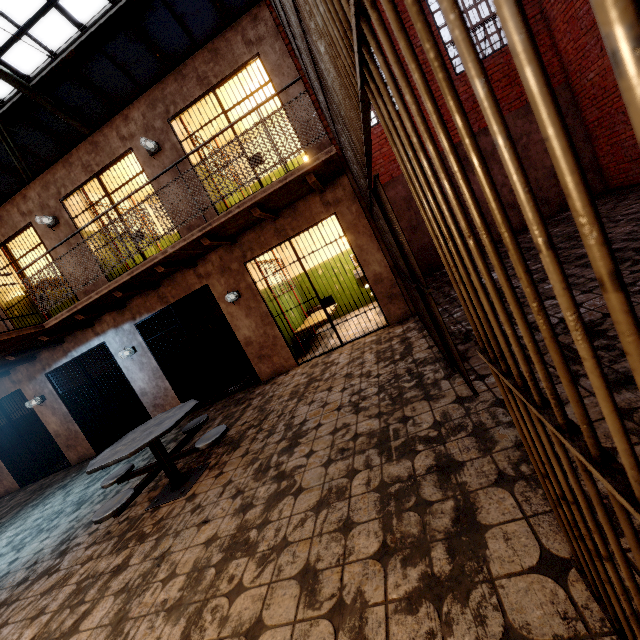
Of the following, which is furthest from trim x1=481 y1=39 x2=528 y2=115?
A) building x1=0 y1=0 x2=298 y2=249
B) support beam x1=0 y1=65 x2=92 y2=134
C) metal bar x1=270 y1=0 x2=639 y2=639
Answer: building x1=0 y1=0 x2=298 y2=249

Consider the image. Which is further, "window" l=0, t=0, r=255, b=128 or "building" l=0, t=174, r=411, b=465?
"window" l=0, t=0, r=255, b=128

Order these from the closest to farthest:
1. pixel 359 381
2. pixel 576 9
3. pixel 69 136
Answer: pixel 359 381 → pixel 576 9 → pixel 69 136

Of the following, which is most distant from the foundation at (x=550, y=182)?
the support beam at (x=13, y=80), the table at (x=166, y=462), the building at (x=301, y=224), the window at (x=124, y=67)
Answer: the table at (x=166, y=462)

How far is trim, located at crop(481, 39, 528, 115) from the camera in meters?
8.3

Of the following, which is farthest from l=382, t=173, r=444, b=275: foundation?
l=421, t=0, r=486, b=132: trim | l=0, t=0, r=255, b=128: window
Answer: l=0, t=0, r=255, b=128: window

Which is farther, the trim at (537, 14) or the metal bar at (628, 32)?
the trim at (537, 14)

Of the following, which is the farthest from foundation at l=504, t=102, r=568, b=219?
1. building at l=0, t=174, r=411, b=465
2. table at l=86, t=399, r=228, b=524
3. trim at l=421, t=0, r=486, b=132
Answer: table at l=86, t=399, r=228, b=524
